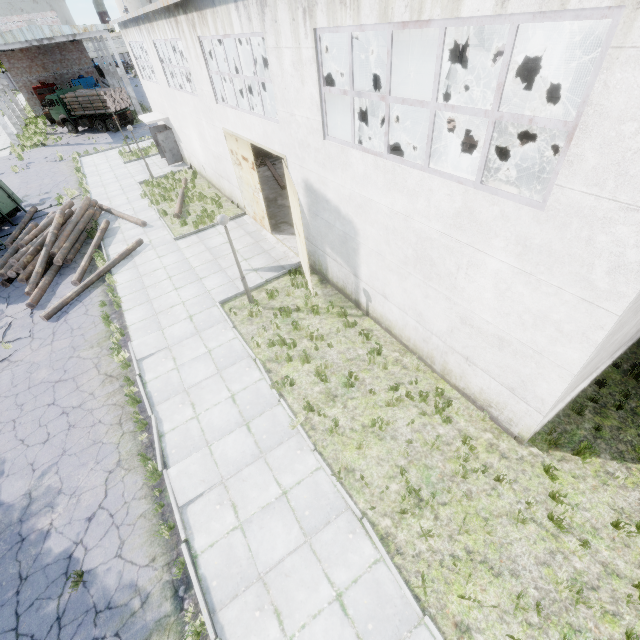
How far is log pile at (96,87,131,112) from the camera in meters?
32.2 m

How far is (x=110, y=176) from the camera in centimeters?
2377cm

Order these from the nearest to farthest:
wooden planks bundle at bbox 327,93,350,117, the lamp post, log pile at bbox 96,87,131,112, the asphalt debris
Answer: the lamp post → the asphalt debris → wooden planks bundle at bbox 327,93,350,117 → log pile at bbox 96,87,131,112

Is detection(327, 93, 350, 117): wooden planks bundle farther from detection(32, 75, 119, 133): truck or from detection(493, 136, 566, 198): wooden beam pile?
detection(32, 75, 119, 133): truck

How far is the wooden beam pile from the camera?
13.4 meters

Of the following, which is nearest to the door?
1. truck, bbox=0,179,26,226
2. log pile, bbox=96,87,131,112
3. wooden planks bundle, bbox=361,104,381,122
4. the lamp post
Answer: the lamp post

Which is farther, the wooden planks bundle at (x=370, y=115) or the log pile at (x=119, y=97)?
the log pile at (x=119, y=97)

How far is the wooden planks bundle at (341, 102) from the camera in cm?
2712
